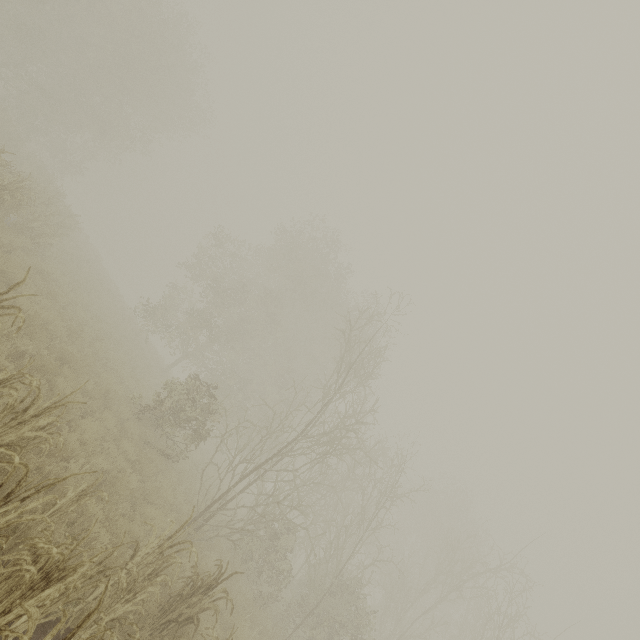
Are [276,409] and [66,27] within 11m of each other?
no
